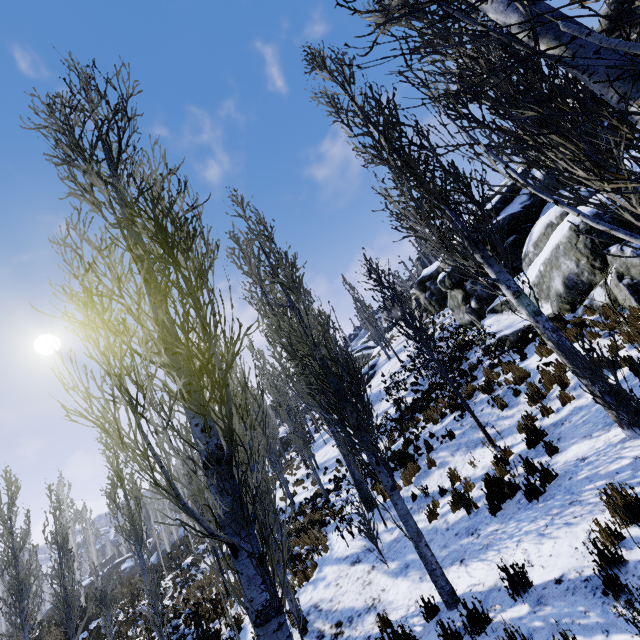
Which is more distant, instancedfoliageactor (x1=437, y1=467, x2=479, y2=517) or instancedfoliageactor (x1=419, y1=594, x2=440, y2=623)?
instancedfoliageactor (x1=437, y1=467, x2=479, y2=517)

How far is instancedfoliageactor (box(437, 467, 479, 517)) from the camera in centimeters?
675cm

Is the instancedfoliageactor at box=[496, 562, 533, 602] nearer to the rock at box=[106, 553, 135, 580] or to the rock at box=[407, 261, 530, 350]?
the rock at box=[106, 553, 135, 580]

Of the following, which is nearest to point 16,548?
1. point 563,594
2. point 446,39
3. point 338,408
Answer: point 338,408

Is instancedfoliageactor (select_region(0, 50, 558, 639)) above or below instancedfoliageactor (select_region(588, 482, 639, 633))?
above

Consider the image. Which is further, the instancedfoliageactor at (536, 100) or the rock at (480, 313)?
the rock at (480, 313)

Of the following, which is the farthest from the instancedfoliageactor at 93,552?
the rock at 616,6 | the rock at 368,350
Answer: the rock at 368,350
